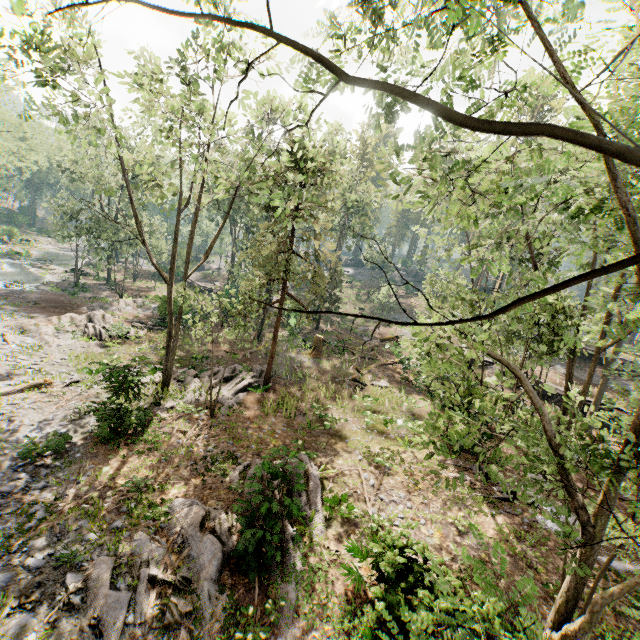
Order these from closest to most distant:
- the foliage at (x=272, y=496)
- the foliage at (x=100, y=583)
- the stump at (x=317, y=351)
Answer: the foliage at (x=100, y=583) < the foliage at (x=272, y=496) < the stump at (x=317, y=351)

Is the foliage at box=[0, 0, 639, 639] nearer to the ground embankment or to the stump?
the ground embankment

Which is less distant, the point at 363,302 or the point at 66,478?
the point at 66,478

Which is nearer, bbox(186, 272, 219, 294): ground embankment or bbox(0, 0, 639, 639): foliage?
bbox(0, 0, 639, 639): foliage

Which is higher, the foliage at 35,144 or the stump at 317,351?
the foliage at 35,144

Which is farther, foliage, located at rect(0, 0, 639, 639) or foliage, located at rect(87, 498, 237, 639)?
foliage, located at rect(87, 498, 237, 639)

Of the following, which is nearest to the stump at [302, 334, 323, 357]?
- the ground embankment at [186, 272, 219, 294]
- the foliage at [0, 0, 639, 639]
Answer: the foliage at [0, 0, 639, 639]
